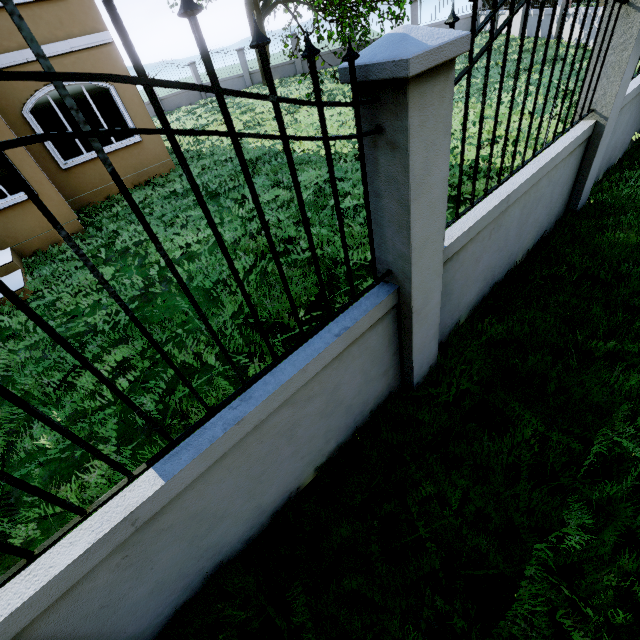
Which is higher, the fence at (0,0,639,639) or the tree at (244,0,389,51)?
the tree at (244,0,389,51)

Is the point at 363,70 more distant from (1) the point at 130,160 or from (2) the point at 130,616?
(1) the point at 130,160

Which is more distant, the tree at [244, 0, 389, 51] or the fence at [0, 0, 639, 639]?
the tree at [244, 0, 389, 51]

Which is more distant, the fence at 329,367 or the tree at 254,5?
the tree at 254,5

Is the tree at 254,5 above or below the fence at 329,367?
above
